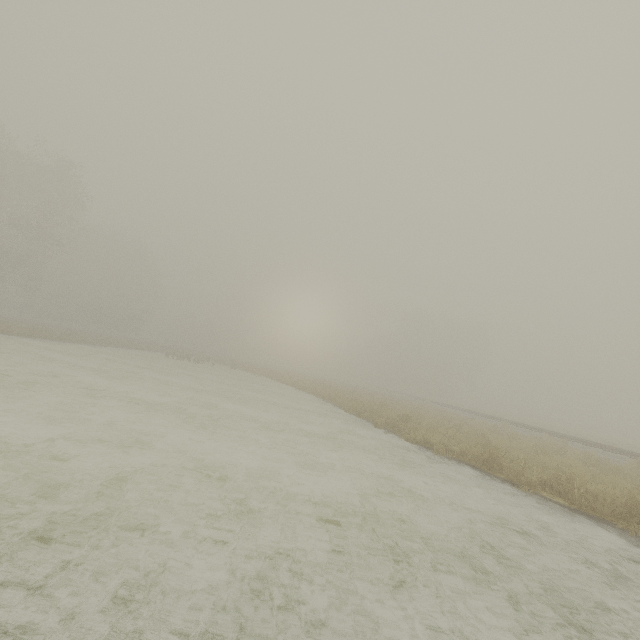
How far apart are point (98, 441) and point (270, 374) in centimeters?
2725cm
